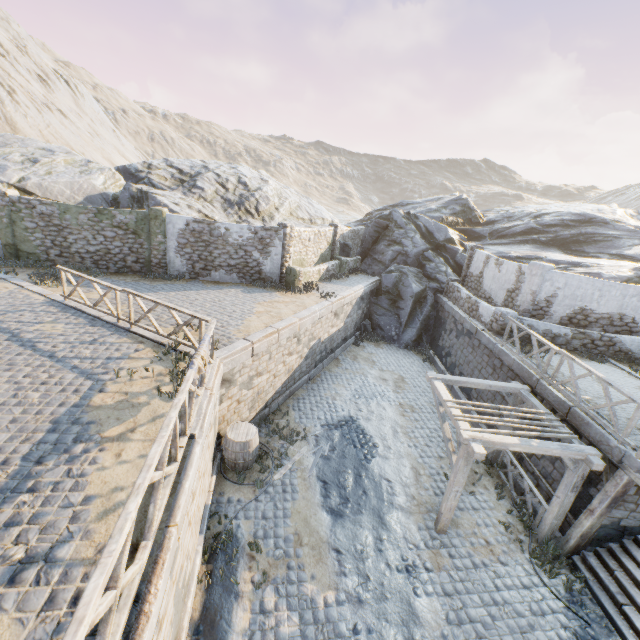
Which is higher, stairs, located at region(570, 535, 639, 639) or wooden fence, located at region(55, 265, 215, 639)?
wooden fence, located at region(55, 265, 215, 639)

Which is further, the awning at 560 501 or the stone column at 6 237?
the stone column at 6 237

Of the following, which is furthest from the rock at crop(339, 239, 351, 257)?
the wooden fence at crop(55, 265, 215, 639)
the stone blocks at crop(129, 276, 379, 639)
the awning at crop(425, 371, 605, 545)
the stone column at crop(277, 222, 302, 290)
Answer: → the awning at crop(425, 371, 605, 545)

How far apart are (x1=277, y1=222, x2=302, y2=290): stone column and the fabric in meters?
9.0 m

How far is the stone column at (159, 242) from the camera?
14.8 meters

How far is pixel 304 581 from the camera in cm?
694

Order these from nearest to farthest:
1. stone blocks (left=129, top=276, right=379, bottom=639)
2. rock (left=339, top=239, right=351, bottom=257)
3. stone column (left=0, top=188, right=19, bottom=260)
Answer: stone blocks (left=129, top=276, right=379, bottom=639) < stone column (left=0, top=188, right=19, bottom=260) < rock (left=339, top=239, right=351, bottom=257)

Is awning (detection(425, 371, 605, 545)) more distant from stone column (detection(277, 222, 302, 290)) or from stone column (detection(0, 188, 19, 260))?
stone column (detection(0, 188, 19, 260))
